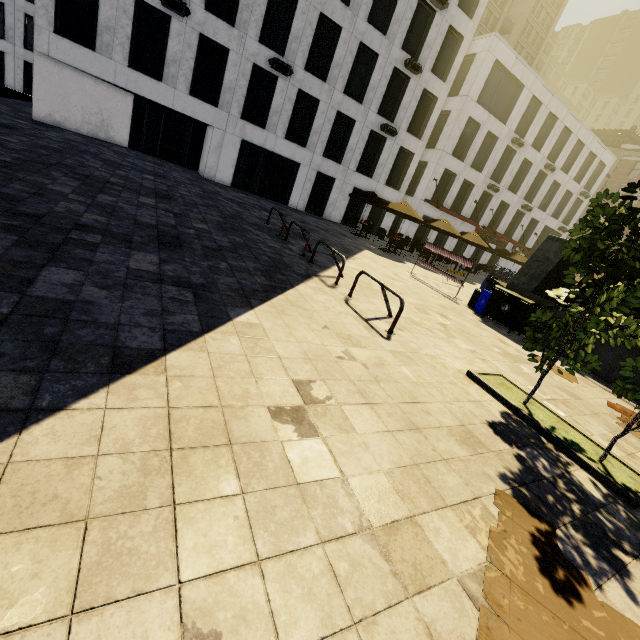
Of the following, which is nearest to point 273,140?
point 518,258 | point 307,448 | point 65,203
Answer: point 65,203

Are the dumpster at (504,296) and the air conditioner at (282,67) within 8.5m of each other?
no

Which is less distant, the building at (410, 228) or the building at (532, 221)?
the building at (532, 221)

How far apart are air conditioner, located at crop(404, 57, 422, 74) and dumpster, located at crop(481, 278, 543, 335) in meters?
19.1 m

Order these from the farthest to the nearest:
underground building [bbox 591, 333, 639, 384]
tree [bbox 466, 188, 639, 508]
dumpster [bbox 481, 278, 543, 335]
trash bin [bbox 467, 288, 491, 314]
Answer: trash bin [bbox 467, 288, 491, 314], dumpster [bbox 481, 278, 543, 335], underground building [bbox 591, 333, 639, 384], tree [bbox 466, 188, 639, 508]

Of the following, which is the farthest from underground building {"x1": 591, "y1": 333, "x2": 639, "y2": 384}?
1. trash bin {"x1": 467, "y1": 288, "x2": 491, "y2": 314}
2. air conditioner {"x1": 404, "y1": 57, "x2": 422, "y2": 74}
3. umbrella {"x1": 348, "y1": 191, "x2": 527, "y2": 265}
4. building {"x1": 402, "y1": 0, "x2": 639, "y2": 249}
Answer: building {"x1": 402, "y1": 0, "x2": 639, "y2": 249}

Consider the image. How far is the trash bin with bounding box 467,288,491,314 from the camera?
11.1 meters

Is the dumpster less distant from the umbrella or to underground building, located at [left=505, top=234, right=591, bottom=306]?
underground building, located at [left=505, top=234, right=591, bottom=306]
